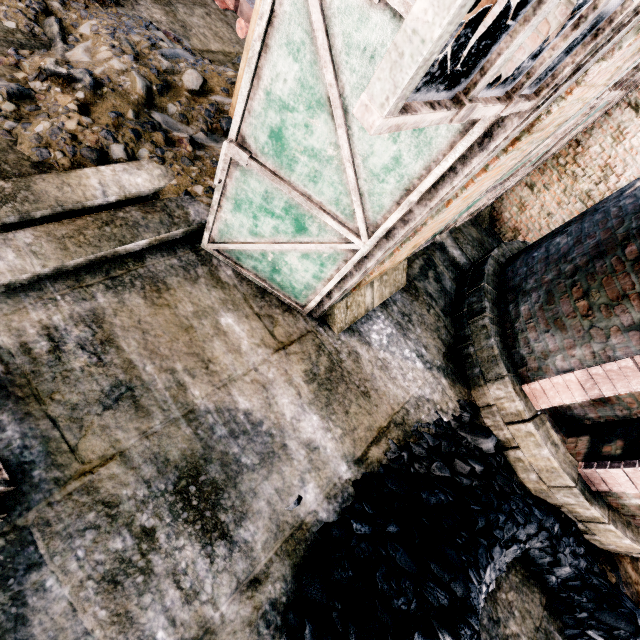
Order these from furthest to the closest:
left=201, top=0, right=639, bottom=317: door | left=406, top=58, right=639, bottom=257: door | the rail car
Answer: the rail car
left=406, top=58, right=639, bottom=257: door
left=201, top=0, right=639, bottom=317: door

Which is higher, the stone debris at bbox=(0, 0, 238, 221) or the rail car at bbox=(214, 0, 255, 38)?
the rail car at bbox=(214, 0, 255, 38)

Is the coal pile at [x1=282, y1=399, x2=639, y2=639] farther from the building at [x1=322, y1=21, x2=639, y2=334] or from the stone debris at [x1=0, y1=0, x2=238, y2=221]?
the stone debris at [x1=0, y1=0, x2=238, y2=221]

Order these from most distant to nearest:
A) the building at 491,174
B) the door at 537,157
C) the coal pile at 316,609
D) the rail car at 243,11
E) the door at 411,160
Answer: the rail car at 243,11
the door at 537,157
the coal pile at 316,609
the building at 491,174
the door at 411,160

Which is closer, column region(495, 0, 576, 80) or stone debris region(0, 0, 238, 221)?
column region(495, 0, 576, 80)

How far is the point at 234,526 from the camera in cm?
353

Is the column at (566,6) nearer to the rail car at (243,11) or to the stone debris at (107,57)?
the stone debris at (107,57)

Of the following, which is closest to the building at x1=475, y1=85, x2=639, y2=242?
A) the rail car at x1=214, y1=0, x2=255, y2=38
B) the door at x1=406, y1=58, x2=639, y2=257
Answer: the door at x1=406, y1=58, x2=639, y2=257
